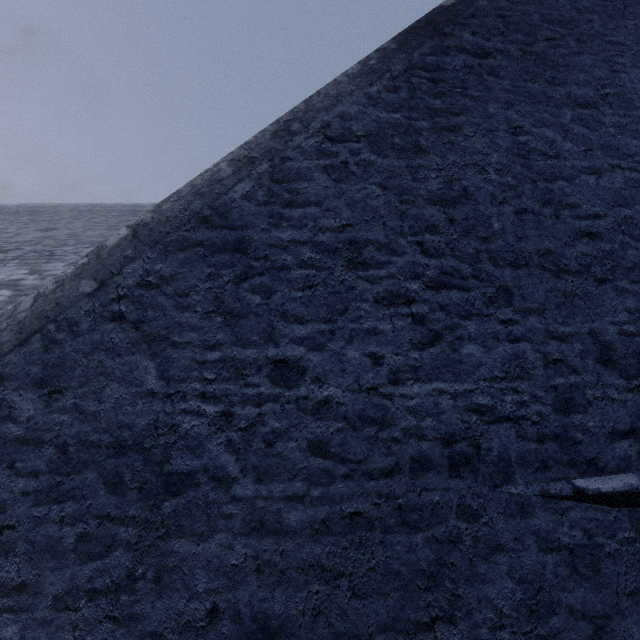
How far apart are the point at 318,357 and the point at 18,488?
1.8 meters
